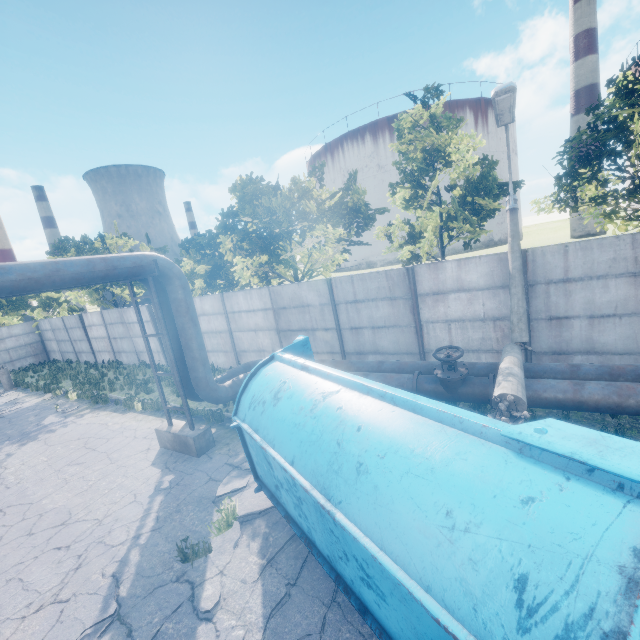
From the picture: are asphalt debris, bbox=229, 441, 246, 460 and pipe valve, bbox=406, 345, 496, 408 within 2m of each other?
no

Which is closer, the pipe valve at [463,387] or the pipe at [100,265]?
the pipe at [100,265]

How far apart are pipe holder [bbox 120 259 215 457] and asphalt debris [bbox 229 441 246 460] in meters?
0.6 m

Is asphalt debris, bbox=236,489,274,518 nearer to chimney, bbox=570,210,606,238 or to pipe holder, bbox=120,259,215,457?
pipe holder, bbox=120,259,215,457

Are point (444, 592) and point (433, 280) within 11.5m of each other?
yes

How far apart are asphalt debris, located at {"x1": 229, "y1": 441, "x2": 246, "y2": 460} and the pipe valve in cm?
376

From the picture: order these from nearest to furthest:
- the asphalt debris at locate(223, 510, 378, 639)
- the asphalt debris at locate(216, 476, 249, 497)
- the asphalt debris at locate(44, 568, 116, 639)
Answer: the asphalt debris at locate(223, 510, 378, 639)
the asphalt debris at locate(44, 568, 116, 639)
the asphalt debris at locate(216, 476, 249, 497)

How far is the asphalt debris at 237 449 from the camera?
7.9 meters
